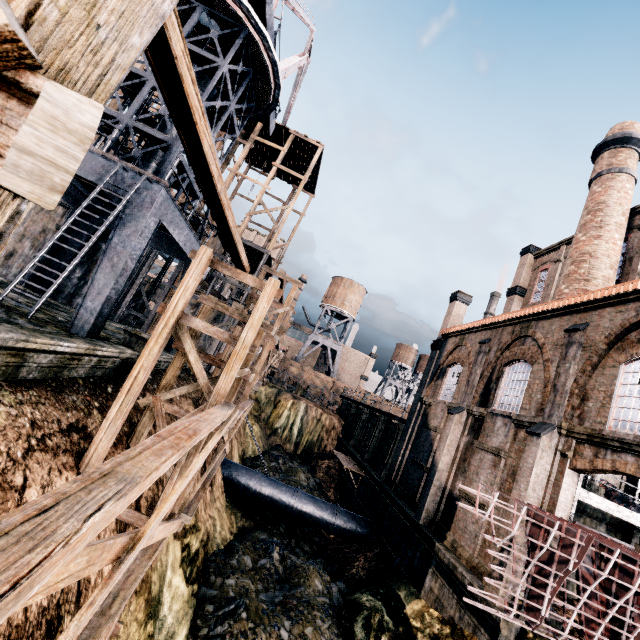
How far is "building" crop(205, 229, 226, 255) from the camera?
28.3m

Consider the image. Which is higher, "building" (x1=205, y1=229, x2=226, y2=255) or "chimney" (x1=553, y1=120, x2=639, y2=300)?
"chimney" (x1=553, y1=120, x2=639, y2=300)

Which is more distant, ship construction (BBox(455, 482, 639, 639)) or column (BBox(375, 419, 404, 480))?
column (BBox(375, 419, 404, 480))

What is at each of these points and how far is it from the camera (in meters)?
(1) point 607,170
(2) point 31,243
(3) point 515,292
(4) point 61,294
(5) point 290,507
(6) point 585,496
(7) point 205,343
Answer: (1) chimney, 20.12
(2) building, 21.52
(3) building, 27.28
(4) building, 21.25
(5) pipe, 20.66
(6) metal beam, 13.59
(7) building, 26.83

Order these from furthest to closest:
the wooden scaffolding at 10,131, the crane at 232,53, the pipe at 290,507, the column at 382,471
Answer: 1. the column at 382,471
2. the pipe at 290,507
3. the crane at 232,53
4. the wooden scaffolding at 10,131

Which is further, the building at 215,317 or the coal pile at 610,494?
the building at 215,317

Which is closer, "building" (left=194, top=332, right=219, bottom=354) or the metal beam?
the metal beam

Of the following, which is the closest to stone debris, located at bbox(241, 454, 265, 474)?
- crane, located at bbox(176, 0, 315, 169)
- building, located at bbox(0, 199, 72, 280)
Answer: building, located at bbox(0, 199, 72, 280)
